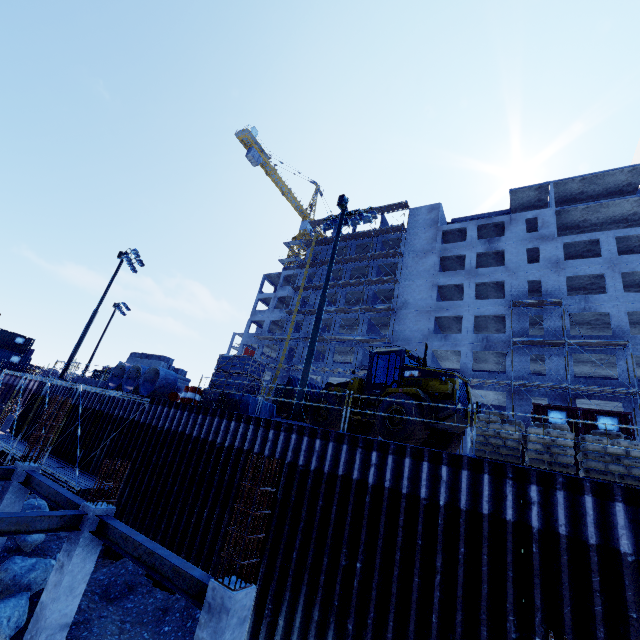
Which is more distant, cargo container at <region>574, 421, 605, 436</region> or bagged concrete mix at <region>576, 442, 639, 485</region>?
cargo container at <region>574, 421, 605, 436</region>

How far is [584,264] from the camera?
30.9m

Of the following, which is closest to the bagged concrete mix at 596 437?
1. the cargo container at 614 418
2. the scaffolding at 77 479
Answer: the cargo container at 614 418

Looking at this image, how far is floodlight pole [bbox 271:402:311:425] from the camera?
12.00m

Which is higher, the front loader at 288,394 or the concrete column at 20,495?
the front loader at 288,394

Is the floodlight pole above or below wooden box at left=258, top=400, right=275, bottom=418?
below

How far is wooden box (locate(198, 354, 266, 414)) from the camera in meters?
14.6

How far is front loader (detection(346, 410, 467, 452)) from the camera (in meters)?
11.41
